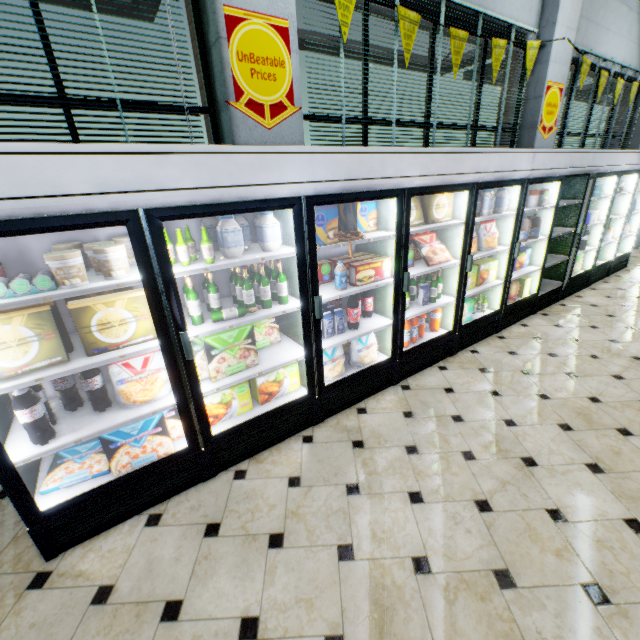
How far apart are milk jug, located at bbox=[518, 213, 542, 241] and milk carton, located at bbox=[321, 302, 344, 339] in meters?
2.9

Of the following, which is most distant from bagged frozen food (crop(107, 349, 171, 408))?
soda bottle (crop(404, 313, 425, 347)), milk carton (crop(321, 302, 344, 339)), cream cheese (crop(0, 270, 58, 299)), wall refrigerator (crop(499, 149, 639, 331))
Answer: wall refrigerator (crop(499, 149, 639, 331))

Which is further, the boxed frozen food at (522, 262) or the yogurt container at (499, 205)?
the boxed frozen food at (522, 262)

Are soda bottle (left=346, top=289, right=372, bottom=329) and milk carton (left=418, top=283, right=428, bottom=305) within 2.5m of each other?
yes

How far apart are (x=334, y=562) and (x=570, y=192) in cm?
609

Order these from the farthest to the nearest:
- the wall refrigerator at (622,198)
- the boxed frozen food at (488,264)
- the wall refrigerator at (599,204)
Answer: the wall refrigerator at (622,198) → the wall refrigerator at (599,204) → the boxed frozen food at (488,264)

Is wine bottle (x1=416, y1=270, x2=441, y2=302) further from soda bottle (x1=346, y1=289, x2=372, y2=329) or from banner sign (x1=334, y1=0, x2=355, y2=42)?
banner sign (x1=334, y1=0, x2=355, y2=42)

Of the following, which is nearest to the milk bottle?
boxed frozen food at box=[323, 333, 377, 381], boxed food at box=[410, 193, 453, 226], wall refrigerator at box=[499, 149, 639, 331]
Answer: boxed frozen food at box=[323, 333, 377, 381]
